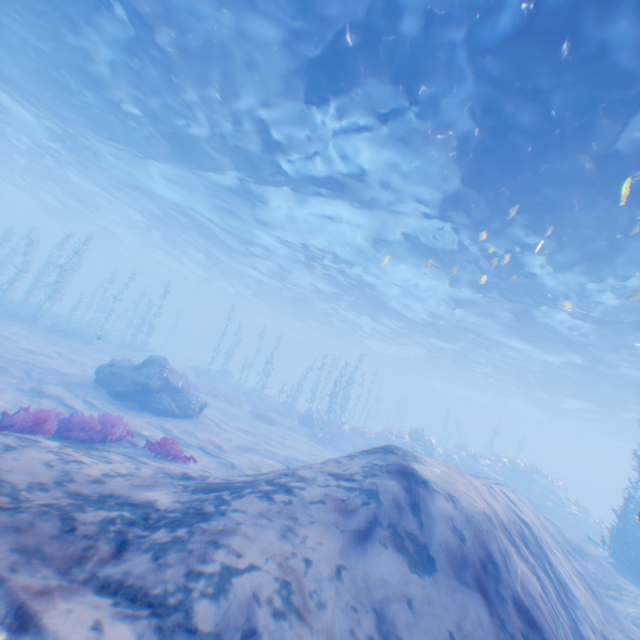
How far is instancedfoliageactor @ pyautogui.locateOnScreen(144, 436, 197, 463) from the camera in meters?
8.7 m

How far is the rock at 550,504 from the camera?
22.7m

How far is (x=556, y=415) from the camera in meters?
47.1 m

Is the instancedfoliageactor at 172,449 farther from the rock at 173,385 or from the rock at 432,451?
the rock at 432,451

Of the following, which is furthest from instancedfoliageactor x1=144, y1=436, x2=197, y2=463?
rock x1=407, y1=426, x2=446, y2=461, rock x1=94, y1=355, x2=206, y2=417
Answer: rock x1=407, y1=426, x2=446, y2=461

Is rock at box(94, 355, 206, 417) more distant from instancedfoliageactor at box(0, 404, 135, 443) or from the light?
instancedfoliageactor at box(0, 404, 135, 443)

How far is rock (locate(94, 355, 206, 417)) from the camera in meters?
14.2 m

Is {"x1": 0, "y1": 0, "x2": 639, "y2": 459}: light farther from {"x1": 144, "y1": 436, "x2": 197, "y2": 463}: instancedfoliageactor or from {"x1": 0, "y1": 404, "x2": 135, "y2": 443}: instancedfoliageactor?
{"x1": 0, "y1": 404, "x2": 135, "y2": 443}: instancedfoliageactor
